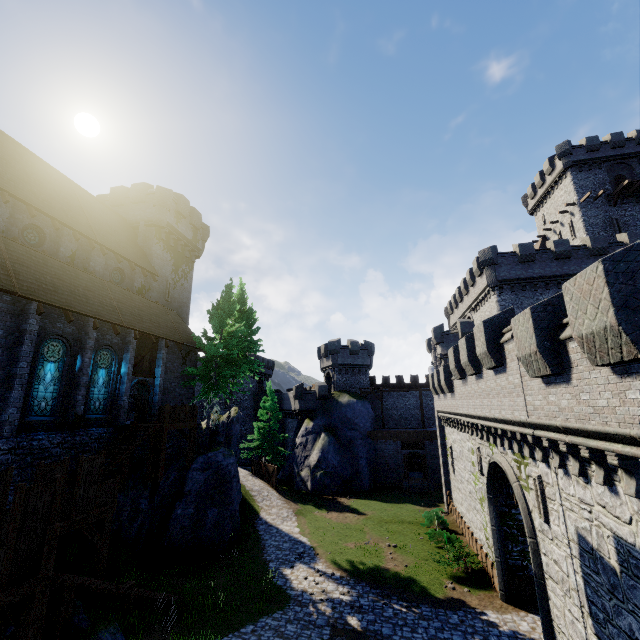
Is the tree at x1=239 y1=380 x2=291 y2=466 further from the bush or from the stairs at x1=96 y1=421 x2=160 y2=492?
the stairs at x1=96 y1=421 x2=160 y2=492

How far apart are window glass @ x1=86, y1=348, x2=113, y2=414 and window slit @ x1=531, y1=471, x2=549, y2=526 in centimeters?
2088cm

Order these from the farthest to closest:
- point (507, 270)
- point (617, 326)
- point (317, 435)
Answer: point (317, 435) < point (507, 270) < point (617, 326)

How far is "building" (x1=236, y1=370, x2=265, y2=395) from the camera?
53.4m

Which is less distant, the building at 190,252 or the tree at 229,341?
the building at 190,252

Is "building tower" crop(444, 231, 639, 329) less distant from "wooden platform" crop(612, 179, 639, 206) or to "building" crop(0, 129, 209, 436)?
"wooden platform" crop(612, 179, 639, 206)

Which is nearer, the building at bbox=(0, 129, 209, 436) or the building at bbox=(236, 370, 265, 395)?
the building at bbox=(0, 129, 209, 436)

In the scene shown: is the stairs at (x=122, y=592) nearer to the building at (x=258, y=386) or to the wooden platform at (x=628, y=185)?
the building at (x=258, y=386)
